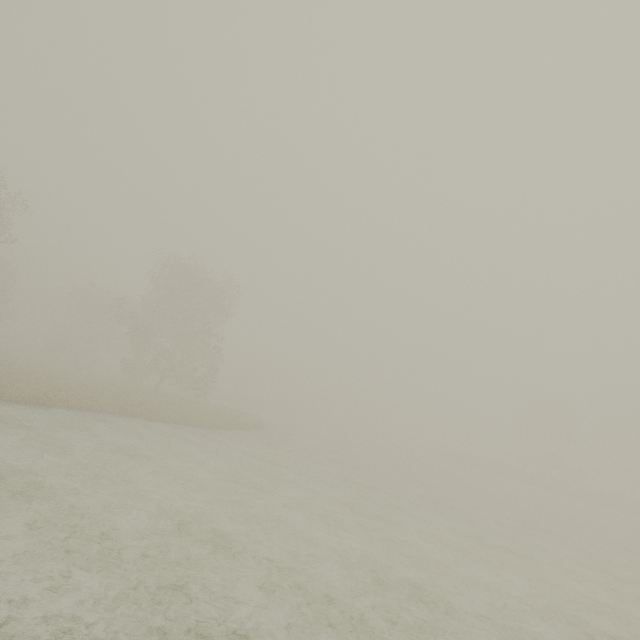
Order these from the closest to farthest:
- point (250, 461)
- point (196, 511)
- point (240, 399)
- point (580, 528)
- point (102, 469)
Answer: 1. point (196, 511)
2. point (102, 469)
3. point (250, 461)
4. point (580, 528)
5. point (240, 399)
